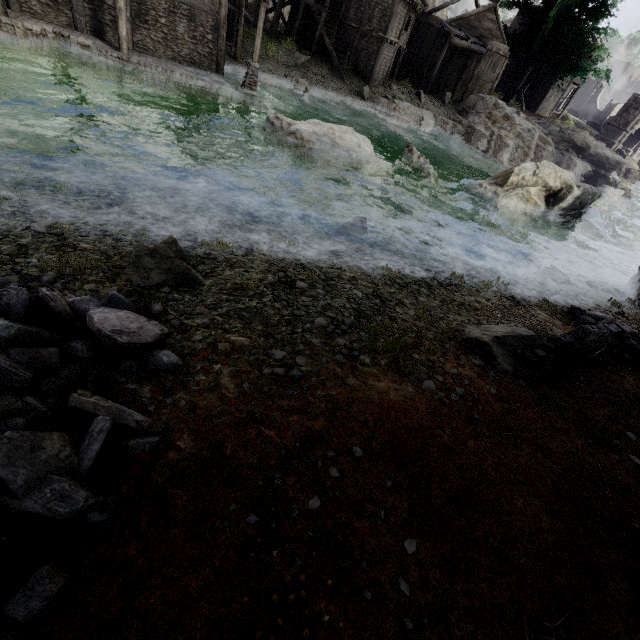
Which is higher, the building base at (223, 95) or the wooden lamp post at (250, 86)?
the wooden lamp post at (250, 86)

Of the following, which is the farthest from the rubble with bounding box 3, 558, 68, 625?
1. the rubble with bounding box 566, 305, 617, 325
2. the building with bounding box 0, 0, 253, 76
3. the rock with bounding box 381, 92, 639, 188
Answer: the rock with bounding box 381, 92, 639, 188

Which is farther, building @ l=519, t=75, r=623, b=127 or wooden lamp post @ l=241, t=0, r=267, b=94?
building @ l=519, t=75, r=623, b=127

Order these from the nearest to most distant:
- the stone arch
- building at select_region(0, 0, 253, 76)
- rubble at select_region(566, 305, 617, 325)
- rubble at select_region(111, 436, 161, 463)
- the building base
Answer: rubble at select_region(111, 436, 161, 463) → rubble at select_region(566, 305, 617, 325) → the building base → building at select_region(0, 0, 253, 76) → the stone arch

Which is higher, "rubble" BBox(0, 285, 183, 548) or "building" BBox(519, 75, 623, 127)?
"building" BBox(519, 75, 623, 127)

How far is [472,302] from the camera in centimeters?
811cm

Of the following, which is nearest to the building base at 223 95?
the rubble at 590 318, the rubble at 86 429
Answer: the rubble at 86 429

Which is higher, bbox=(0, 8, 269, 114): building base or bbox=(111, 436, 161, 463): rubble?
bbox=(111, 436, 161, 463): rubble
